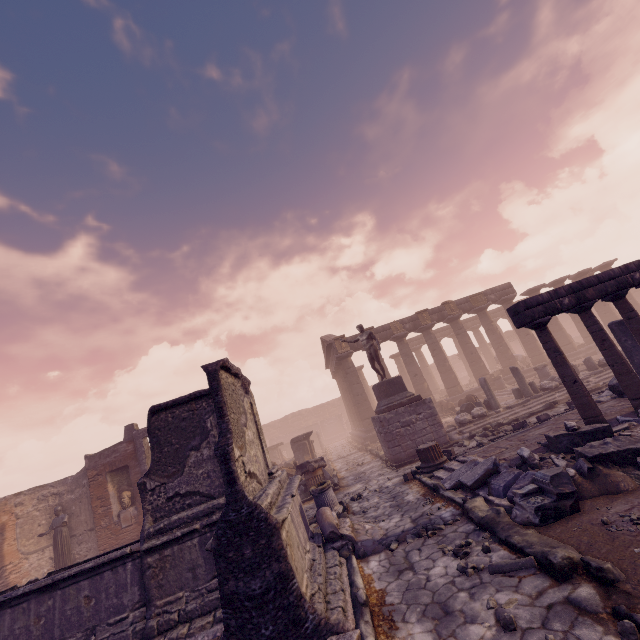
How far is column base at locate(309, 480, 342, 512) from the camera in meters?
9.2

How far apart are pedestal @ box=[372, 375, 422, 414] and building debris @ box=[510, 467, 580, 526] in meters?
8.0 m

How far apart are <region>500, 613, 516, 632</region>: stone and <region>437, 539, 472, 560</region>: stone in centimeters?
104cm

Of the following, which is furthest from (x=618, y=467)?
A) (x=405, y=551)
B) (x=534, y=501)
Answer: (x=405, y=551)

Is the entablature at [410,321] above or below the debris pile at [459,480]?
above

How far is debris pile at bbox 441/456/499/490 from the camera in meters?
6.7 m

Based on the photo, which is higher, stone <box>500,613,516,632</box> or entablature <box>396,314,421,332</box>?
entablature <box>396,314,421,332</box>

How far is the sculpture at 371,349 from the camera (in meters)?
14.51
